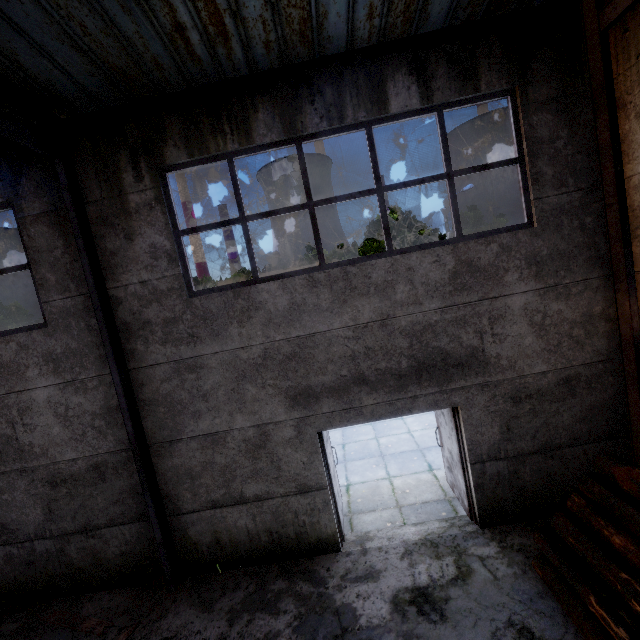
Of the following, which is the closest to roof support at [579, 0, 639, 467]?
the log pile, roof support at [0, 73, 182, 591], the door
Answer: the log pile

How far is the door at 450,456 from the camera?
5.56m

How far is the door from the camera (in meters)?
5.56

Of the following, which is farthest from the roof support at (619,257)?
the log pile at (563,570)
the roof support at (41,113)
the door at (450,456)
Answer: the roof support at (41,113)

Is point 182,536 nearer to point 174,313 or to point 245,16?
point 174,313

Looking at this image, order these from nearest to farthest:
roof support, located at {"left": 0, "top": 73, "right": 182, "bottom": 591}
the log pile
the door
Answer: the log pile → roof support, located at {"left": 0, "top": 73, "right": 182, "bottom": 591} → the door

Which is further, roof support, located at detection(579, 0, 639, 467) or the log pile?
roof support, located at detection(579, 0, 639, 467)

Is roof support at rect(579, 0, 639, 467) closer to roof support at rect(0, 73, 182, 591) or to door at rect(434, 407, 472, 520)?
door at rect(434, 407, 472, 520)
